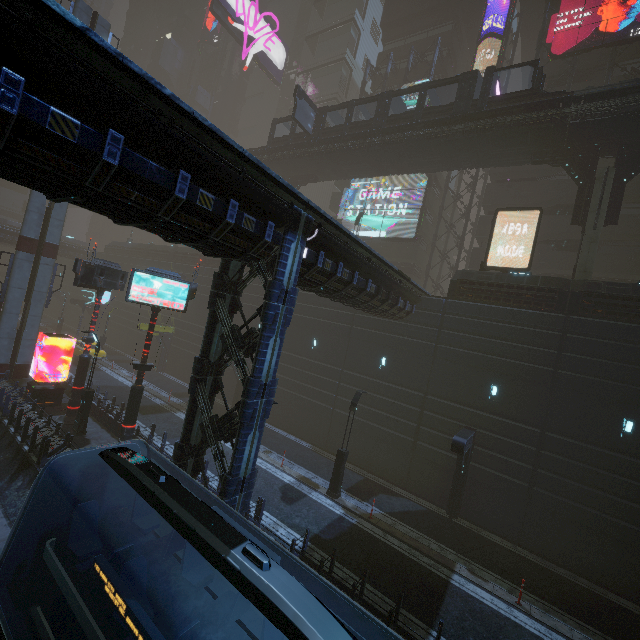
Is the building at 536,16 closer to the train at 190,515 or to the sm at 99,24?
the train at 190,515

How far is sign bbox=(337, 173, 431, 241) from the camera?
32.4 meters

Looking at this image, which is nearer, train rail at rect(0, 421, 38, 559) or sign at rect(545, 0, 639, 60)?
train rail at rect(0, 421, 38, 559)

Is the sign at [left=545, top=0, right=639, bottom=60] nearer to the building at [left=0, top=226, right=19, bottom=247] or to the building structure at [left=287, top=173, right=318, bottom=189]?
the building at [left=0, top=226, right=19, bottom=247]

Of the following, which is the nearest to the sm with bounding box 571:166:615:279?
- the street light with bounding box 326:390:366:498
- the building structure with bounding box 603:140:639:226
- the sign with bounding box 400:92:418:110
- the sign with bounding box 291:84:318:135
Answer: the building structure with bounding box 603:140:639:226

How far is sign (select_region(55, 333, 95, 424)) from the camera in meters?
18.5

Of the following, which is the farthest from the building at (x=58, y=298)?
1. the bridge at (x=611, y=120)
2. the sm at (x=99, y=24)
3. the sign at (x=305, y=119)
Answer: the sign at (x=305, y=119)

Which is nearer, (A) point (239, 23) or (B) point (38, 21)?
(B) point (38, 21)
